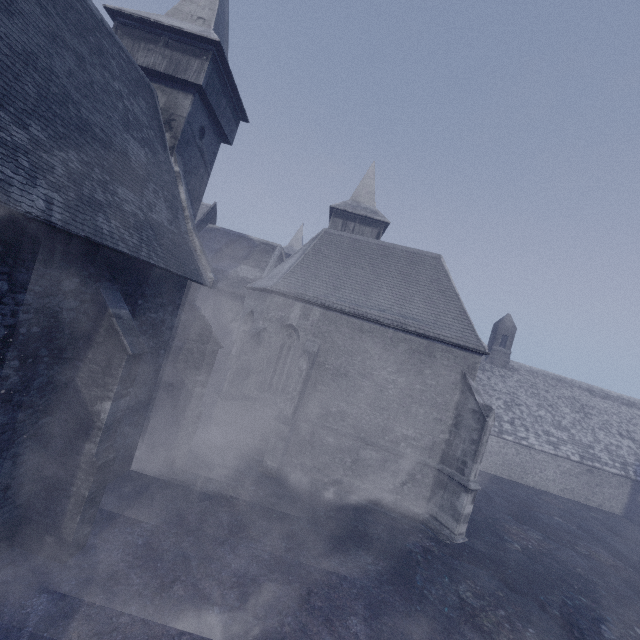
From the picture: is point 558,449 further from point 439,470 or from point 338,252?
point 338,252
